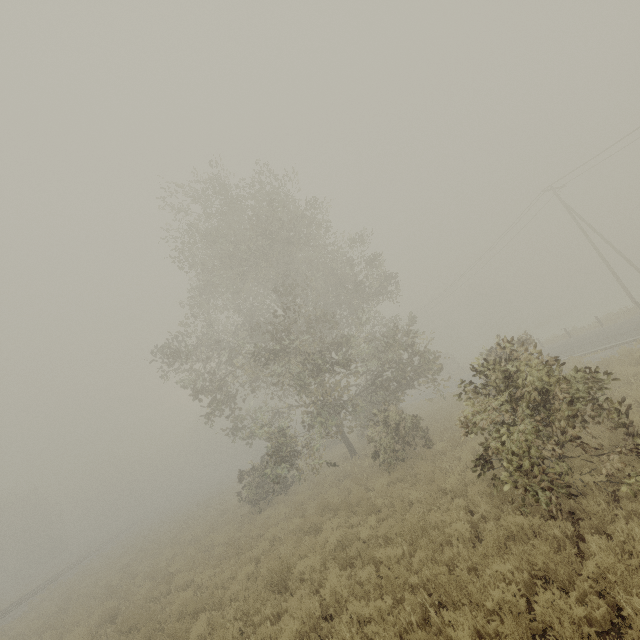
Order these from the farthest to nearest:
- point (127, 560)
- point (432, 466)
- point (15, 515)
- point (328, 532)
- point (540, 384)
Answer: point (15, 515)
point (127, 560)
point (432, 466)
point (328, 532)
point (540, 384)
